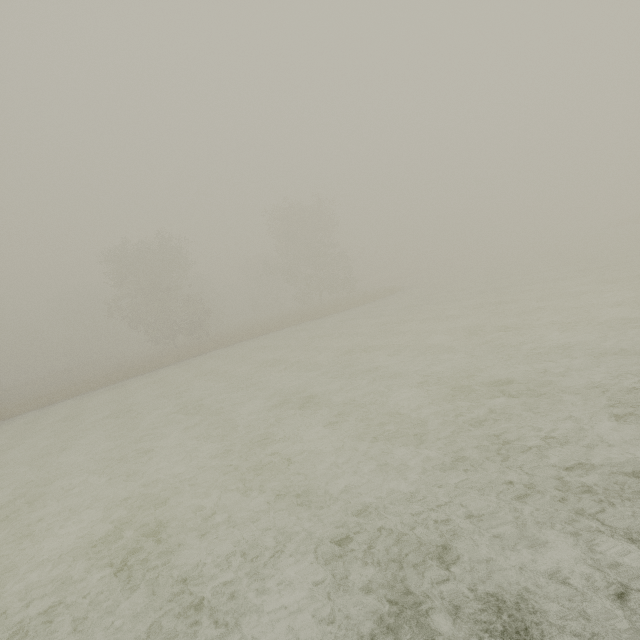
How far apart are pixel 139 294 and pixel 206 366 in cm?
1694
